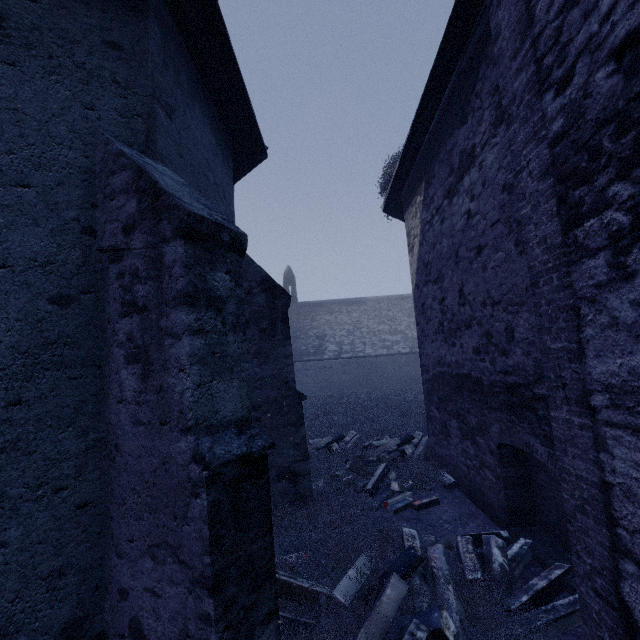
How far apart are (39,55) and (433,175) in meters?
6.1 m

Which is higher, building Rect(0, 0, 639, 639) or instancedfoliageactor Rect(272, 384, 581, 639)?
building Rect(0, 0, 639, 639)

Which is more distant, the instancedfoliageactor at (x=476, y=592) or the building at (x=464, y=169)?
the instancedfoliageactor at (x=476, y=592)

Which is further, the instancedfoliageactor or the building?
the instancedfoliageactor

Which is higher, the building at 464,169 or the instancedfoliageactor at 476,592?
the building at 464,169
